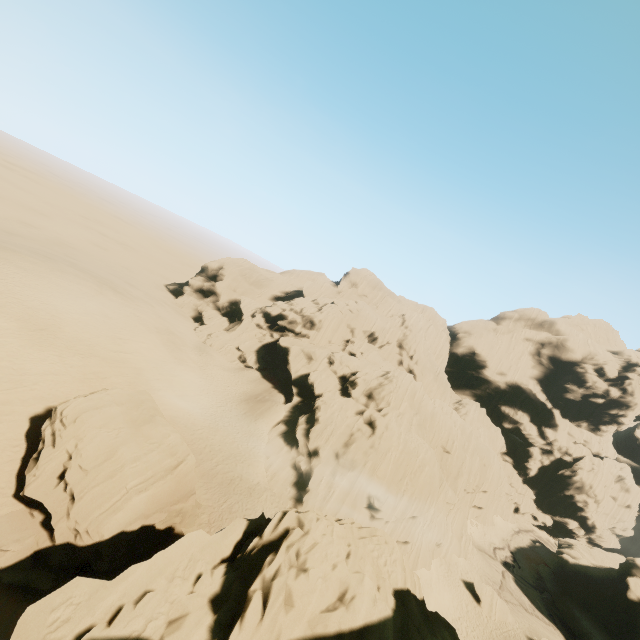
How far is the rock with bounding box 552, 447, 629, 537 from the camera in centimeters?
5778cm

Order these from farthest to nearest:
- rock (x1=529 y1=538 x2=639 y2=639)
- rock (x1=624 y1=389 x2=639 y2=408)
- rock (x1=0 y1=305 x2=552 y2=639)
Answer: rock (x1=624 y1=389 x2=639 y2=408) → rock (x1=529 y1=538 x2=639 y2=639) → rock (x1=0 y1=305 x2=552 y2=639)

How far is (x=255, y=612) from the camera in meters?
9.5 m

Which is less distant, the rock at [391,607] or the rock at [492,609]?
the rock at [391,607]

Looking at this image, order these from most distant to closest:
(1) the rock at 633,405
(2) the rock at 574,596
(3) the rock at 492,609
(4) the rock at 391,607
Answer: (1) the rock at 633,405 < (2) the rock at 574,596 < (3) the rock at 492,609 < (4) the rock at 391,607

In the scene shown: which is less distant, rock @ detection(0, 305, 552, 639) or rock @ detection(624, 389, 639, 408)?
rock @ detection(0, 305, 552, 639)
